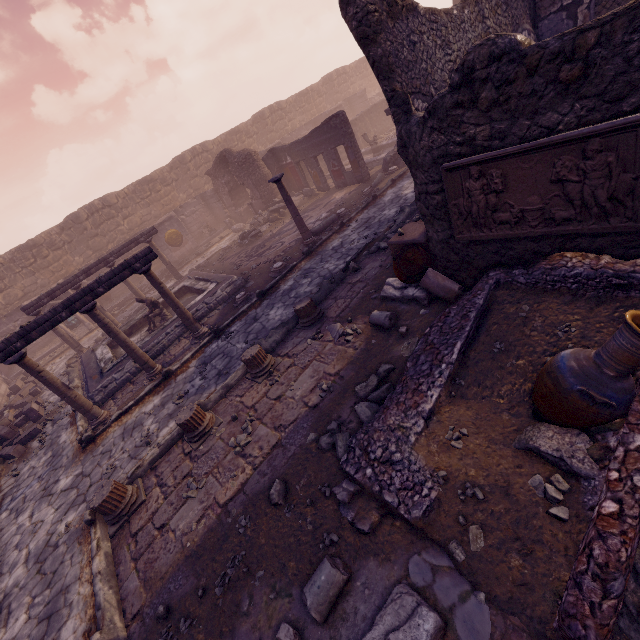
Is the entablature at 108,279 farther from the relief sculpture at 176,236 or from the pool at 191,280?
the relief sculpture at 176,236

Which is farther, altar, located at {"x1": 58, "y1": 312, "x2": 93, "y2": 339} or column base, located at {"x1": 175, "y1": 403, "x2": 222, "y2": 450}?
altar, located at {"x1": 58, "y1": 312, "x2": 93, "y2": 339}

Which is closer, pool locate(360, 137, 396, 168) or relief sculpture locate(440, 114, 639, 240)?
relief sculpture locate(440, 114, 639, 240)

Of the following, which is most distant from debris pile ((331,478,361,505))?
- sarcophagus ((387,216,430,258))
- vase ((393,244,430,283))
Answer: sarcophagus ((387,216,430,258))

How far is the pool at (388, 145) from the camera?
16.00m

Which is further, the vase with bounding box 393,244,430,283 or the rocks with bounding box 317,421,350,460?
the vase with bounding box 393,244,430,283

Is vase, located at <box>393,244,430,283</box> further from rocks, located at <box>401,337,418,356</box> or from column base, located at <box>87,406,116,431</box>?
column base, located at <box>87,406,116,431</box>

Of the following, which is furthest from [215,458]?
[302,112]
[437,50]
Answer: [302,112]
